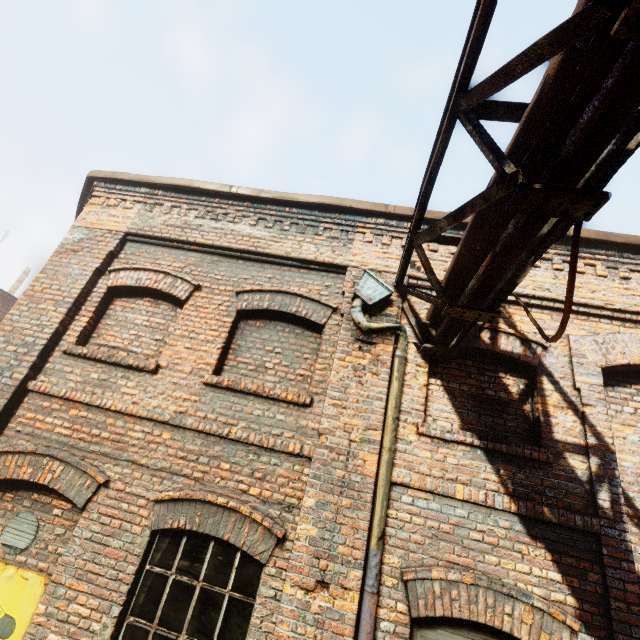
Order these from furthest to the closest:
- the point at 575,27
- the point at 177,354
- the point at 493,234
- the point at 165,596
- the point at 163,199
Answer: the point at 163,199 < the point at 177,354 < the point at 165,596 < the point at 493,234 < the point at 575,27
